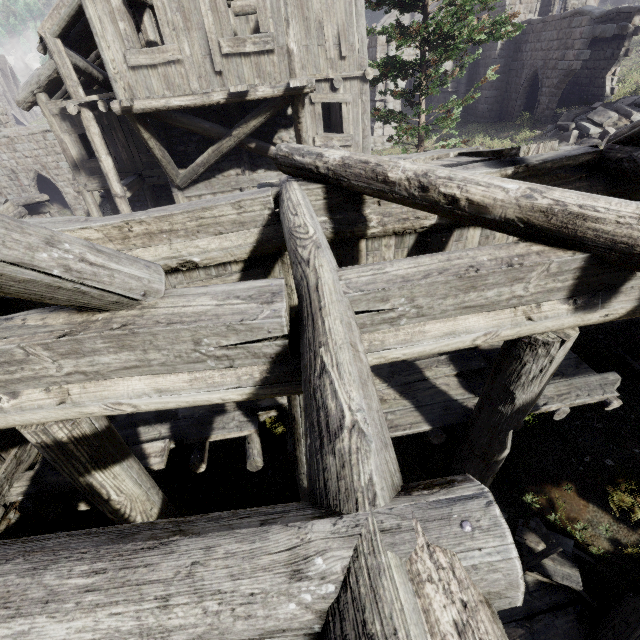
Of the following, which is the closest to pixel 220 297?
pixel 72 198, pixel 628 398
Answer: pixel 628 398

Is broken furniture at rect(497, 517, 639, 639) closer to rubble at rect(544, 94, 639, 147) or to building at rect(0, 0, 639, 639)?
building at rect(0, 0, 639, 639)

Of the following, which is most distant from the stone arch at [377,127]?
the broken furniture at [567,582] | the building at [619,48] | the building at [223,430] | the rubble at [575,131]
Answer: the broken furniture at [567,582]

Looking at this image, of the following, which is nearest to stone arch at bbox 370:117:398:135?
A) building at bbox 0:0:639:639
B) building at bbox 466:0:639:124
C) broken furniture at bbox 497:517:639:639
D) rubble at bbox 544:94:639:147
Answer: Result: building at bbox 466:0:639:124

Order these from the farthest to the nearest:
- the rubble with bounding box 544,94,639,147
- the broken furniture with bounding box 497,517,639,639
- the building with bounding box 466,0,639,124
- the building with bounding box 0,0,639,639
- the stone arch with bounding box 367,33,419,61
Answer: the stone arch with bounding box 367,33,419,61, the building with bounding box 466,0,639,124, the rubble with bounding box 544,94,639,147, the broken furniture with bounding box 497,517,639,639, the building with bounding box 0,0,639,639

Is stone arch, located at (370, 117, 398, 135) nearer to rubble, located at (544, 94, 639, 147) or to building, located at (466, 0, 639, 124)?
building, located at (466, 0, 639, 124)

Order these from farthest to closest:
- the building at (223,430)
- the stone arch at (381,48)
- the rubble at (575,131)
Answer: the stone arch at (381,48) → the rubble at (575,131) → the building at (223,430)
